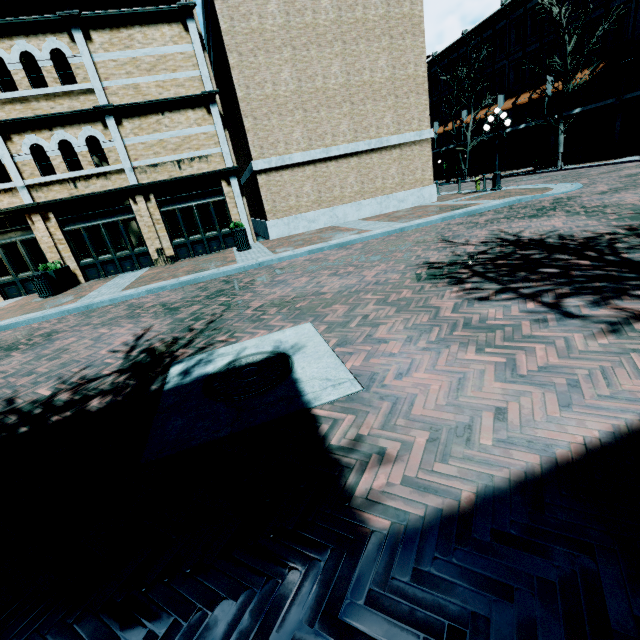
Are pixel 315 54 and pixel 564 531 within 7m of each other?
no

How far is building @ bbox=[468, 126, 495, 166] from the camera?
33.3m

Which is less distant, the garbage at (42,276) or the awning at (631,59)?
the garbage at (42,276)

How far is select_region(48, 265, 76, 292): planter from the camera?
12.3 meters

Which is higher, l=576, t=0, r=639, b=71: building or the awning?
l=576, t=0, r=639, b=71: building

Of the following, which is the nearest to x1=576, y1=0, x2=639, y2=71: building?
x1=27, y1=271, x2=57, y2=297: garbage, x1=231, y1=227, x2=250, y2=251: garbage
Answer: x1=231, y1=227, x2=250, y2=251: garbage

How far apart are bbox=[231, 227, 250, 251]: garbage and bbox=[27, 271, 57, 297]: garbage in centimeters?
681cm

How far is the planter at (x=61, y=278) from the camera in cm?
1231
